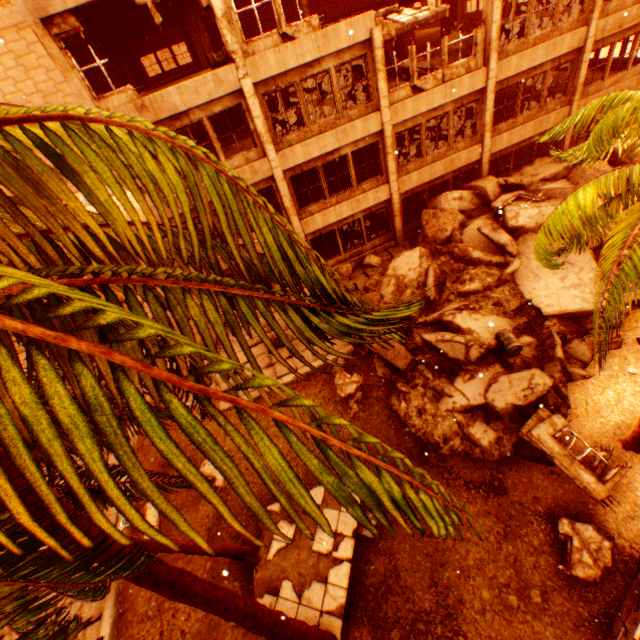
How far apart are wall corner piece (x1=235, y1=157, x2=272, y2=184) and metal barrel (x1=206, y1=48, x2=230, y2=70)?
4.56m

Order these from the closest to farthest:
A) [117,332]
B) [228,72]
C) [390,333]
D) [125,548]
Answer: [117,332], [390,333], [125,548], [228,72]

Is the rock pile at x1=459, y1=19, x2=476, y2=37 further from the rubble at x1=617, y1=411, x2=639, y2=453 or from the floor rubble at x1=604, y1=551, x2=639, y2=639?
the floor rubble at x1=604, y1=551, x2=639, y2=639

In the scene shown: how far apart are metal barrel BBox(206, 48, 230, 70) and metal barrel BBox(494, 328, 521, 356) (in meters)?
15.29

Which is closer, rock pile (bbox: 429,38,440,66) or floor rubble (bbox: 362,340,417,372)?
floor rubble (bbox: 362,340,417,372)

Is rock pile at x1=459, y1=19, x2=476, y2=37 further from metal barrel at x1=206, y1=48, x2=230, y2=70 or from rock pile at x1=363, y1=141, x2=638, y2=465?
rock pile at x1=363, y1=141, x2=638, y2=465

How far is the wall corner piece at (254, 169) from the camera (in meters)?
12.62

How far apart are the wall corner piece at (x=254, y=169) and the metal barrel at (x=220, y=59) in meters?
4.6
